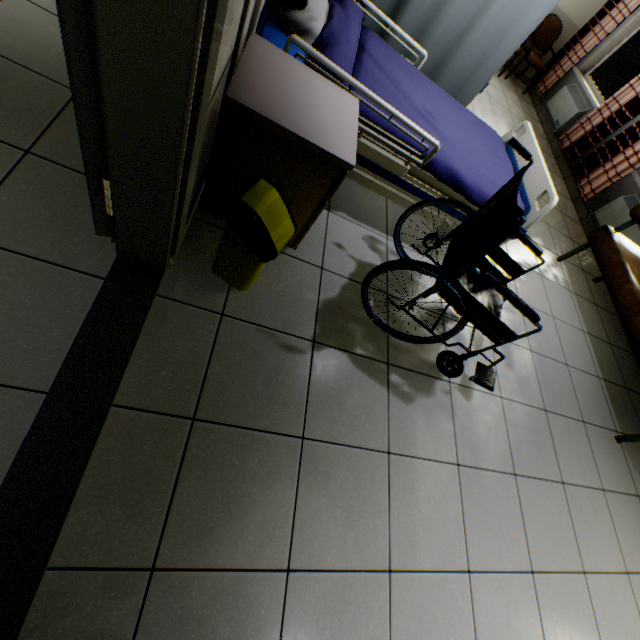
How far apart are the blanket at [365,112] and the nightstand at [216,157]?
0.19m

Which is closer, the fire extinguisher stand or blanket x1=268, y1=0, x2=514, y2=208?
the fire extinguisher stand

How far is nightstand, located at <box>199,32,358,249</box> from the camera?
1.2m

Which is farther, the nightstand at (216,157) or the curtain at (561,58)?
the curtain at (561,58)

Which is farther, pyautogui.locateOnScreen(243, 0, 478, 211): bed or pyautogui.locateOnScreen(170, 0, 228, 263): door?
pyautogui.locateOnScreen(243, 0, 478, 211): bed

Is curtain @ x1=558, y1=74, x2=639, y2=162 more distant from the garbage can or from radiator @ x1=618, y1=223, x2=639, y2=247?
the garbage can

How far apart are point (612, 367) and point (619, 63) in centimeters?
505cm

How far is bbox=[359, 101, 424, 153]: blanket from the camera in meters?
1.7
